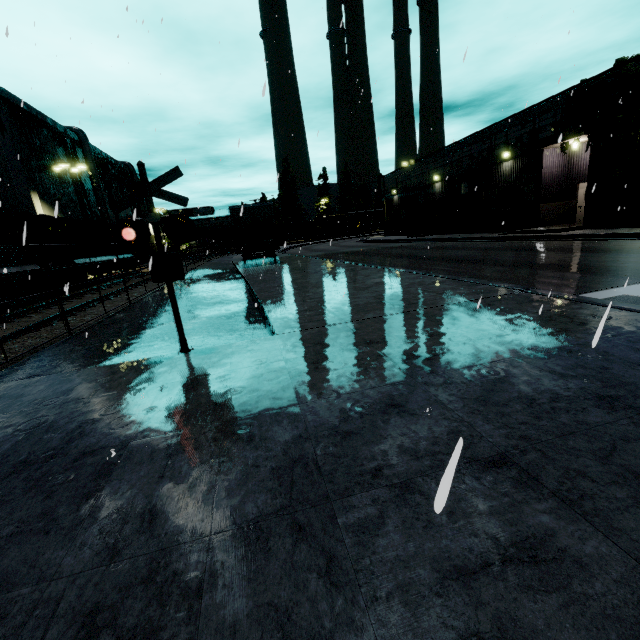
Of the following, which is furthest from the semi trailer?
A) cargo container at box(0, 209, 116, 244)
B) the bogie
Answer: the bogie

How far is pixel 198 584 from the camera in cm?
160

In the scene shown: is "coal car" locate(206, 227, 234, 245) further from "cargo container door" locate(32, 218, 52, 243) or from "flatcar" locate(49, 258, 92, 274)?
"cargo container door" locate(32, 218, 52, 243)

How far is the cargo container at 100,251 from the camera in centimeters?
2075cm

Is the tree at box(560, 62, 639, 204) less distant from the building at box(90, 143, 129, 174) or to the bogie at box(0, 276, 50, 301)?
the building at box(90, 143, 129, 174)

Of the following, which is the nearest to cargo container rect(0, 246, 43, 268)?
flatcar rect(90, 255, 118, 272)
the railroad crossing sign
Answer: flatcar rect(90, 255, 118, 272)

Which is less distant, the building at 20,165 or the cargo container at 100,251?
the cargo container at 100,251

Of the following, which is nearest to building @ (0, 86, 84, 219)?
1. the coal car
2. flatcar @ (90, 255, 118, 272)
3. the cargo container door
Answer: the coal car
